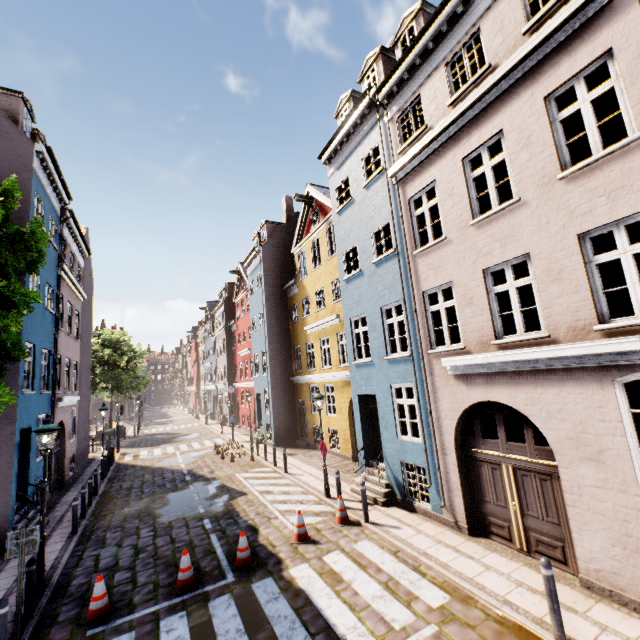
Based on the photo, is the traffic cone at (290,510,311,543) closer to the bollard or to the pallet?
the bollard

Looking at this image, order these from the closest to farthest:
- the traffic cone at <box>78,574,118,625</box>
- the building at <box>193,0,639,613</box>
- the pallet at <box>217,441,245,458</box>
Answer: the building at <box>193,0,639,613</box>
the traffic cone at <box>78,574,118,625</box>
the pallet at <box>217,441,245,458</box>

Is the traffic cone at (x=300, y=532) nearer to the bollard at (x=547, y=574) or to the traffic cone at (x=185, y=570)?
the traffic cone at (x=185, y=570)

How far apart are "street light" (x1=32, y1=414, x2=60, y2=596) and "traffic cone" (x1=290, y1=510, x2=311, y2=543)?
5.7 meters

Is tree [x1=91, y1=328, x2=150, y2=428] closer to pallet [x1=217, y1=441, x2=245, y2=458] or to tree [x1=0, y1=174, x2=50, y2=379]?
pallet [x1=217, y1=441, x2=245, y2=458]

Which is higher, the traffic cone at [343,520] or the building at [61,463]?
the building at [61,463]

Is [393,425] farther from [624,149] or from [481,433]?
[624,149]

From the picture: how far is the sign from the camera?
6.1m
